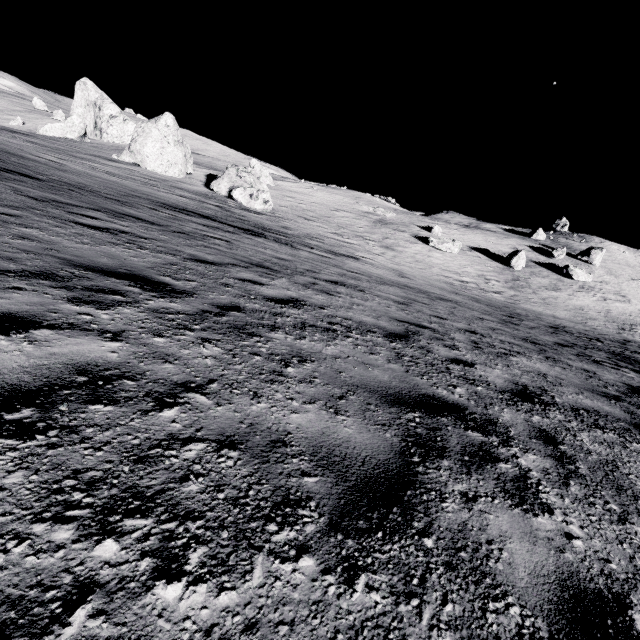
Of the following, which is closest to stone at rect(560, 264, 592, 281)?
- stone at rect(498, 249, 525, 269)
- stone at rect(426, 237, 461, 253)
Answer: stone at rect(498, 249, 525, 269)

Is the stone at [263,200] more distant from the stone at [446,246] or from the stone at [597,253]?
the stone at [597,253]

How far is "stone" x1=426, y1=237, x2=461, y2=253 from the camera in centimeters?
3478cm

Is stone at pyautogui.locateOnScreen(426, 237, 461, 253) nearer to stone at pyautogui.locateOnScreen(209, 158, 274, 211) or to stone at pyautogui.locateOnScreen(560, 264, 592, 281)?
stone at pyautogui.locateOnScreen(560, 264, 592, 281)

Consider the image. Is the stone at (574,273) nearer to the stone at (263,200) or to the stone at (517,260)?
the stone at (517,260)

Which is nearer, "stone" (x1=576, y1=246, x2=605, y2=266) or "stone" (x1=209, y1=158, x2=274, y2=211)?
"stone" (x1=209, y1=158, x2=274, y2=211)

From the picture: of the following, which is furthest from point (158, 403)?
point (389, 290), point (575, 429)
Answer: point (389, 290)

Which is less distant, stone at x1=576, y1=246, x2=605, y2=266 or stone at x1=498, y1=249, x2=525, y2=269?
stone at x1=498, y1=249, x2=525, y2=269
